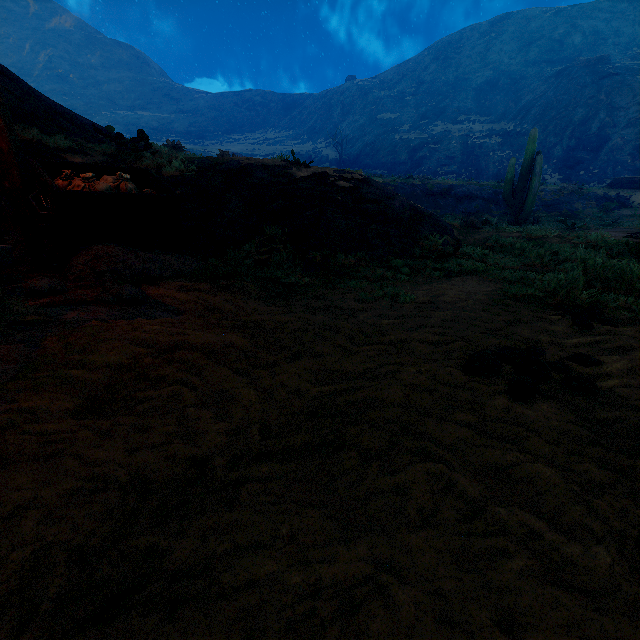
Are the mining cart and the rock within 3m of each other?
yes

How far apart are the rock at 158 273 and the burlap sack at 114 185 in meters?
0.3

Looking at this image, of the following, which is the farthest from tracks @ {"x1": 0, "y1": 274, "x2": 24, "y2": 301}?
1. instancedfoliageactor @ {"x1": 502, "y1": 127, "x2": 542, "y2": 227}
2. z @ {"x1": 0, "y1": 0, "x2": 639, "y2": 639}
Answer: instancedfoliageactor @ {"x1": 502, "y1": 127, "x2": 542, "y2": 227}

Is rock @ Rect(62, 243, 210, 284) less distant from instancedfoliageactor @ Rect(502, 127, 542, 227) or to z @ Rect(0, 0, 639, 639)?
z @ Rect(0, 0, 639, 639)

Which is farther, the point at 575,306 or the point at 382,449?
the point at 575,306

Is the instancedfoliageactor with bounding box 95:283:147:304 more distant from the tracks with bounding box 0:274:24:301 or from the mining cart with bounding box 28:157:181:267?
the mining cart with bounding box 28:157:181:267

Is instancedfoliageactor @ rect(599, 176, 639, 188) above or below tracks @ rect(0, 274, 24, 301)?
above

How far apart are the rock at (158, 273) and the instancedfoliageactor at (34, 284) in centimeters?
34cm
